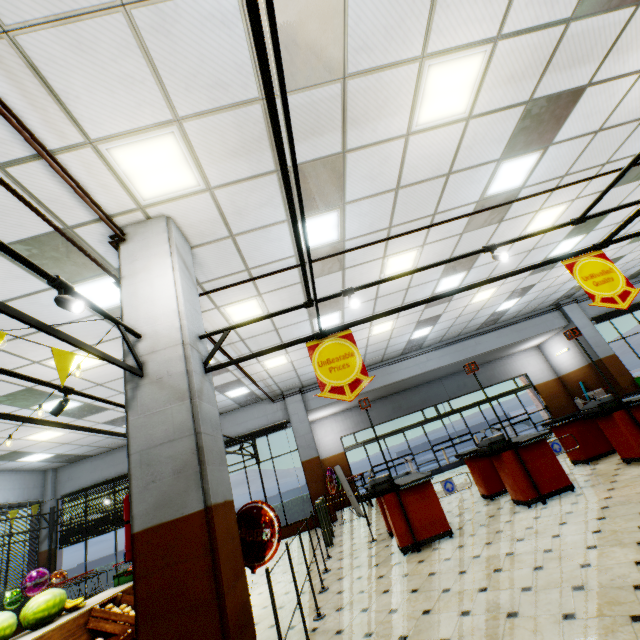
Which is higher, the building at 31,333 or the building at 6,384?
the building at 6,384

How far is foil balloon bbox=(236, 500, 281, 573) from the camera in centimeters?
324cm

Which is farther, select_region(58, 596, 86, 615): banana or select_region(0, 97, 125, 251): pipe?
select_region(58, 596, 86, 615): banana

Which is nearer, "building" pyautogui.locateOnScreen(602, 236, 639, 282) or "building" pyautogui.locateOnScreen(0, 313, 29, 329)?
"building" pyautogui.locateOnScreen(0, 313, 29, 329)

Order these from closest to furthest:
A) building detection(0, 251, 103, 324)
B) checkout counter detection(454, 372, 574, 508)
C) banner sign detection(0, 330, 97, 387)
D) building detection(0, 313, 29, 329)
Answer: banner sign detection(0, 330, 97, 387) → building detection(0, 251, 103, 324) → building detection(0, 313, 29, 329) → checkout counter detection(454, 372, 574, 508)

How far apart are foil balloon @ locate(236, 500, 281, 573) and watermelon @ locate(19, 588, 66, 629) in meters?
1.7 m

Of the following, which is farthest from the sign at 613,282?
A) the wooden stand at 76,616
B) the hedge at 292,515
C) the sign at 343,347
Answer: the hedge at 292,515

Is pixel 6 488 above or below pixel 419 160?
below
